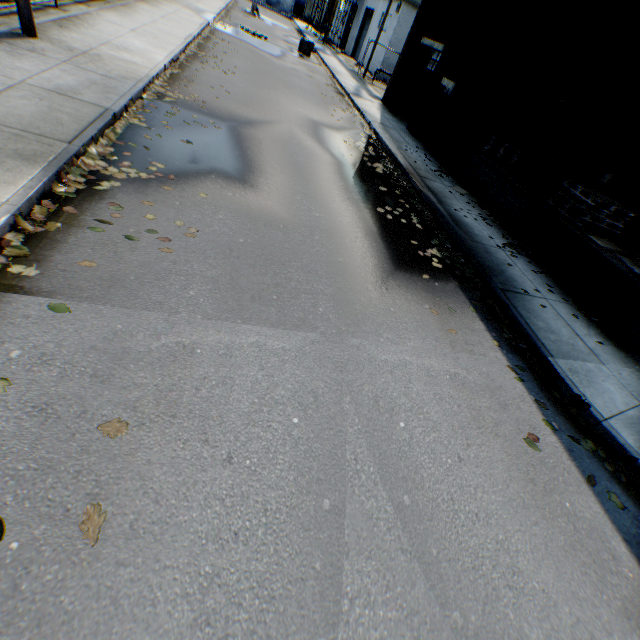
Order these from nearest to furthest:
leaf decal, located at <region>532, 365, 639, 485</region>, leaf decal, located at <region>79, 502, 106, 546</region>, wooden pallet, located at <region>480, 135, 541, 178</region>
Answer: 1. leaf decal, located at <region>79, 502, 106, 546</region>
2. leaf decal, located at <region>532, 365, 639, 485</region>
3. wooden pallet, located at <region>480, 135, 541, 178</region>

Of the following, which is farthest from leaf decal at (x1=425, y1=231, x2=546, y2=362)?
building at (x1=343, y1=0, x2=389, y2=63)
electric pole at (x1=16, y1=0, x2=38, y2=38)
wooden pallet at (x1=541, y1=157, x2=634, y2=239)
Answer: building at (x1=343, y1=0, x2=389, y2=63)

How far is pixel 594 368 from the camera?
5.6 meters

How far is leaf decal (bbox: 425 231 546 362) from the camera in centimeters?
553cm

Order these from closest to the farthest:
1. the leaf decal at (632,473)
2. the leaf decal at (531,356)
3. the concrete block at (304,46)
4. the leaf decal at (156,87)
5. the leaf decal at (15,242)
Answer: the leaf decal at (15,242), the leaf decal at (632,473), the leaf decal at (531,356), the leaf decal at (156,87), the concrete block at (304,46)

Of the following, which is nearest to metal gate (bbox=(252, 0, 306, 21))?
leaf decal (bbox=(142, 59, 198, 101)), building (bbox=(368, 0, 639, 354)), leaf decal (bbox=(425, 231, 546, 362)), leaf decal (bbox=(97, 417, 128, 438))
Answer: building (bbox=(368, 0, 639, 354))

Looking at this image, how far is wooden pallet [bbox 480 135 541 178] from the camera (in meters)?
10.46

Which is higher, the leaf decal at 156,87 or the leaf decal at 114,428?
the leaf decal at 156,87
